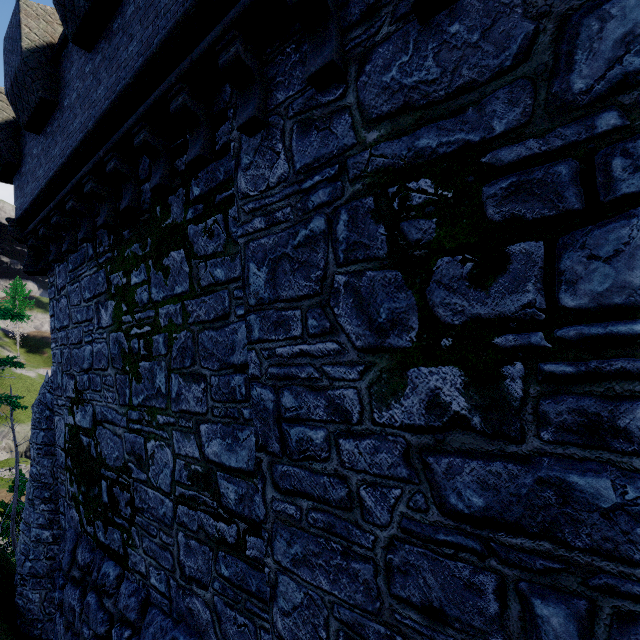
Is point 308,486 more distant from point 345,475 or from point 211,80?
point 211,80

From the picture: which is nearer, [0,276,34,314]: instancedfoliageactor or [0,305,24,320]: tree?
[0,305,24,320]: tree

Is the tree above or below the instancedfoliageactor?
below

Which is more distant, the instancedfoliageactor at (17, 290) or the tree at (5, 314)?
the instancedfoliageactor at (17, 290)

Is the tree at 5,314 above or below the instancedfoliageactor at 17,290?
below
